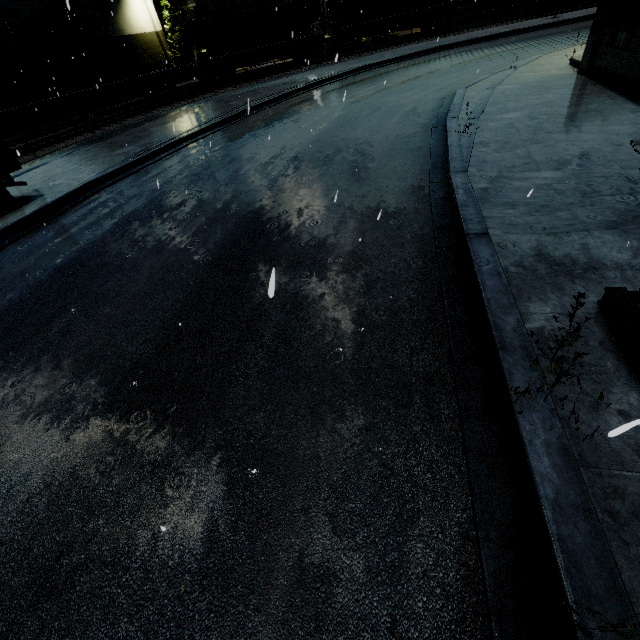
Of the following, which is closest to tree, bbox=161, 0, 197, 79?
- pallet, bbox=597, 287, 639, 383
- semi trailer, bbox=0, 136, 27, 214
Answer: semi trailer, bbox=0, 136, 27, 214

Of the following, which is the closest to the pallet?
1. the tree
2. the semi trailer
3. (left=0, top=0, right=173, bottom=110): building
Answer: (left=0, top=0, right=173, bottom=110): building

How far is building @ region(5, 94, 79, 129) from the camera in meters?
26.4

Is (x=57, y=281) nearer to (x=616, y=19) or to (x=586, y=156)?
(x=586, y=156)

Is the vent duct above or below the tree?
above

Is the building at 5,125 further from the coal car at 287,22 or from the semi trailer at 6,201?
the coal car at 287,22

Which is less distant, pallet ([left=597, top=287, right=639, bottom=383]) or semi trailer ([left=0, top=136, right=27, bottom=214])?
pallet ([left=597, top=287, right=639, bottom=383])

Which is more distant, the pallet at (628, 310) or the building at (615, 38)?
the building at (615, 38)
